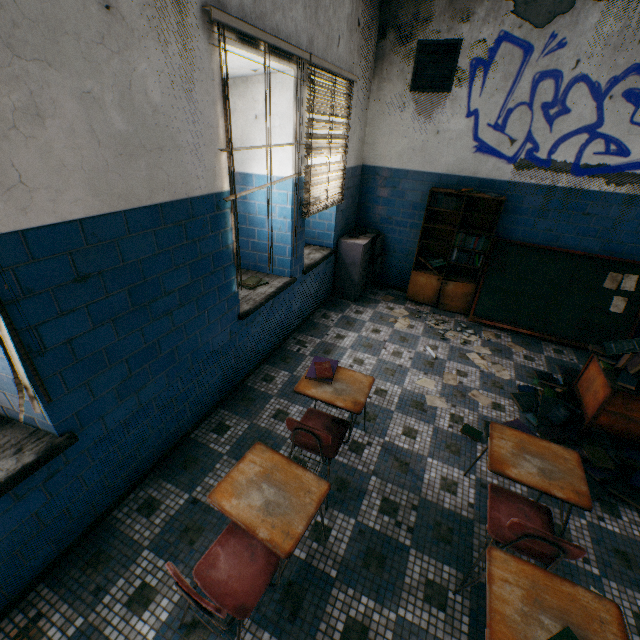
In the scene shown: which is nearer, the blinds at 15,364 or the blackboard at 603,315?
the blinds at 15,364

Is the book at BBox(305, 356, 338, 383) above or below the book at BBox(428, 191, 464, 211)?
below

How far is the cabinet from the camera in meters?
5.0 m

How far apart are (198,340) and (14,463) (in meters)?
1.29

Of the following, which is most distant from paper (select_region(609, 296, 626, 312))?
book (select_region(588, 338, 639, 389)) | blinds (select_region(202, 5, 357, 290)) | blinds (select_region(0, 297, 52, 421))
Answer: blinds (select_region(0, 297, 52, 421))

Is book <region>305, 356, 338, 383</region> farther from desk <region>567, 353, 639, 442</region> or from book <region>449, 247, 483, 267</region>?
book <region>449, 247, 483, 267</region>

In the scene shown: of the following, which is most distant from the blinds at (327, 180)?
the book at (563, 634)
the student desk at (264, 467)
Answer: the book at (563, 634)

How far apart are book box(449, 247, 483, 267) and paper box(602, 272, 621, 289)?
1.6 meters
